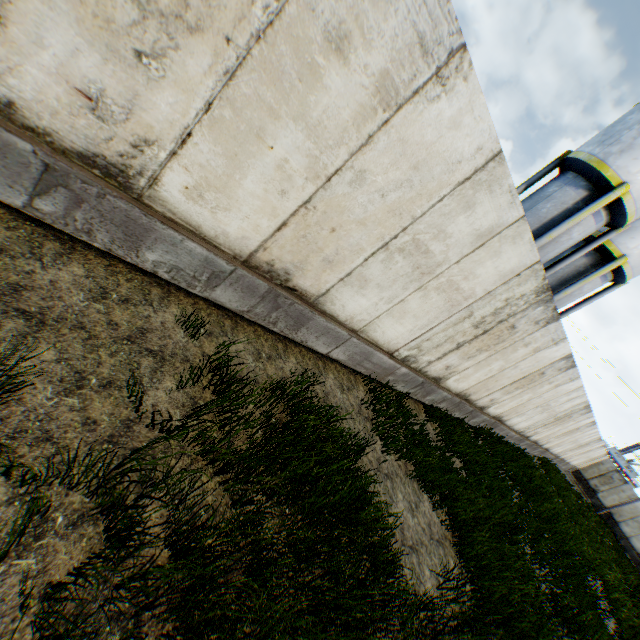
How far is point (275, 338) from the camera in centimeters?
Answer: 509cm
